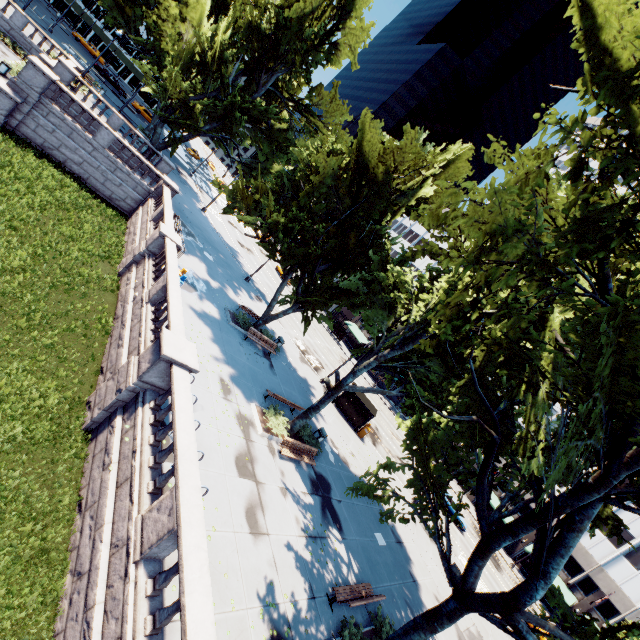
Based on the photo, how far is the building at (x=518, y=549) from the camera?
45.4 meters

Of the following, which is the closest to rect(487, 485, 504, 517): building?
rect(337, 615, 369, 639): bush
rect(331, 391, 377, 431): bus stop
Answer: rect(331, 391, 377, 431): bus stop

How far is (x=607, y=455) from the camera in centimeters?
772cm

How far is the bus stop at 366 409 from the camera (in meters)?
27.97

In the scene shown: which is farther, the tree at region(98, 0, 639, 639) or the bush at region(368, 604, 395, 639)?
the bush at region(368, 604, 395, 639)

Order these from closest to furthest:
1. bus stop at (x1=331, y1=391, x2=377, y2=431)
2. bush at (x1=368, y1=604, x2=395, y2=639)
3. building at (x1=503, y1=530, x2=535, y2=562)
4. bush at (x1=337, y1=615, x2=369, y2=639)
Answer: bush at (x1=337, y1=615, x2=369, y2=639)
bush at (x1=368, y1=604, x2=395, y2=639)
bus stop at (x1=331, y1=391, x2=377, y2=431)
building at (x1=503, y1=530, x2=535, y2=562)

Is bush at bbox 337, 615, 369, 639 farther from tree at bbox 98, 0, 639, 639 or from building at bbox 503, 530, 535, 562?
building at bbox 503, 530, 535, 562

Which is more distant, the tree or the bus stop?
the bus stop
